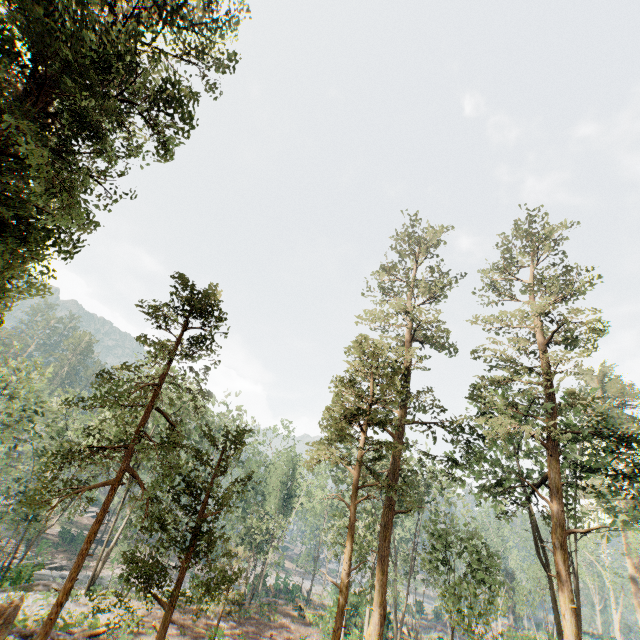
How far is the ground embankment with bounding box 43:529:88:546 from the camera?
51.9 meters

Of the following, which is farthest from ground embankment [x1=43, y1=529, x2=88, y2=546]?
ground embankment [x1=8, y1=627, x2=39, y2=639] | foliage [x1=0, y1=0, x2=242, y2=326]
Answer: ground embankment [x1=8, y1=627, x2=39, y2=639]

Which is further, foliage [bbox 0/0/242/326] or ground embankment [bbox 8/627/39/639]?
ground embankment [bbox 8/627/39/639]

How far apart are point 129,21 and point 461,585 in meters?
32.1 m

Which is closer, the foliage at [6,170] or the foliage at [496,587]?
the foliage at [6,170]

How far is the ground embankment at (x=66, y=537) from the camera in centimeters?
5191cm

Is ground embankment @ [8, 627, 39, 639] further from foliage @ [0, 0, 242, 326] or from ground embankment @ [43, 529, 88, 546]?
ground embankment @ [43, 529, 88, 546]
